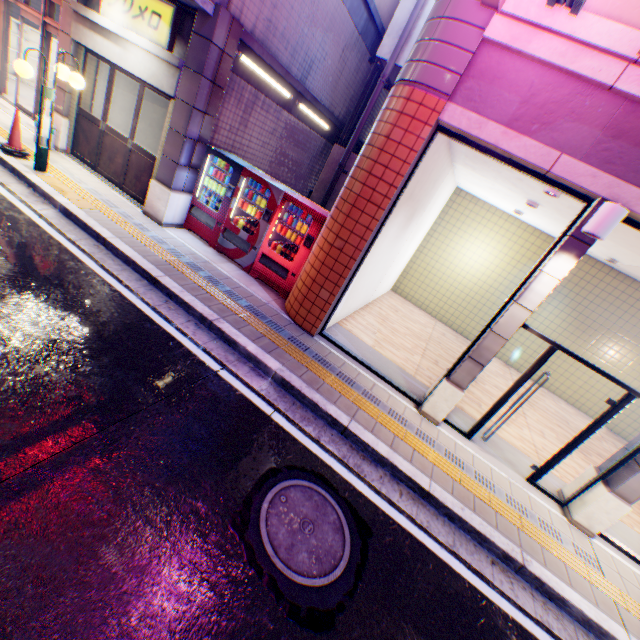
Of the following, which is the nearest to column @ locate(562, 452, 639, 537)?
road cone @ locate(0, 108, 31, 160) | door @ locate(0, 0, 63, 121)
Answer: road cone @ locate(0, 108, 31, 160)

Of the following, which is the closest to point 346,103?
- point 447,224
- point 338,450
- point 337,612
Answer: point 447,224

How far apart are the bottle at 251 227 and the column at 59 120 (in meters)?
5.61

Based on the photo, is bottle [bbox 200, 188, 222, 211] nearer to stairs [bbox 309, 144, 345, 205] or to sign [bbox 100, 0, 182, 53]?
sign [bbox 100, 0, 182, 53]

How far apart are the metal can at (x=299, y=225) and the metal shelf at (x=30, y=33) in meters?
14.6 m

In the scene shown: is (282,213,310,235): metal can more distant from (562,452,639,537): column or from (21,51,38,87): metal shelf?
(21,51,38,87): metal shelf

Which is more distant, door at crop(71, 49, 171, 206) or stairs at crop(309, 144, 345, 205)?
stairs at crop(309, 144, 345, 205)

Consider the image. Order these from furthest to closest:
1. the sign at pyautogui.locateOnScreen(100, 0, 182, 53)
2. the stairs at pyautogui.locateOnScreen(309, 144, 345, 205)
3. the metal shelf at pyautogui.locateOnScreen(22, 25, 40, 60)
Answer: the metal shelf at pyautogui.locateOnScreen(22, 25, 40, 60)
the stairs at pyautogui.locateOnScreen(309, 144, 345, 205)
the sign at pyautogui.locateOnScreen(100, 0, 182, 53)
